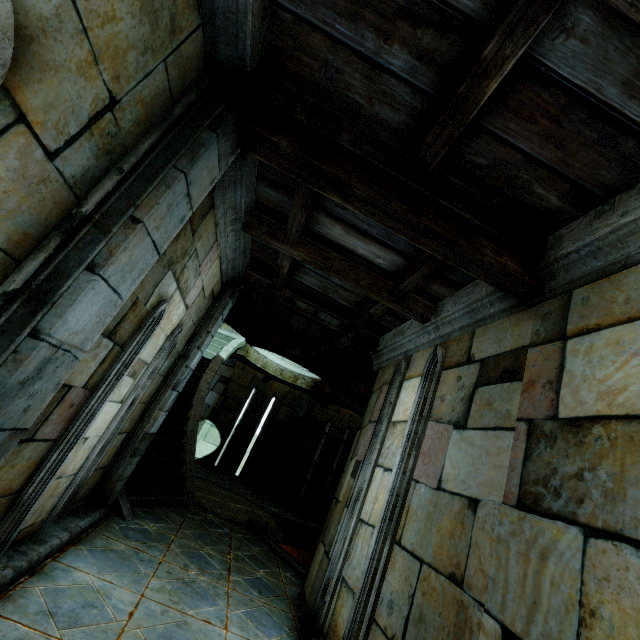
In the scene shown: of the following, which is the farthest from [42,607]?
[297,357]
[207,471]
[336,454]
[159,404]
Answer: [336,454]
